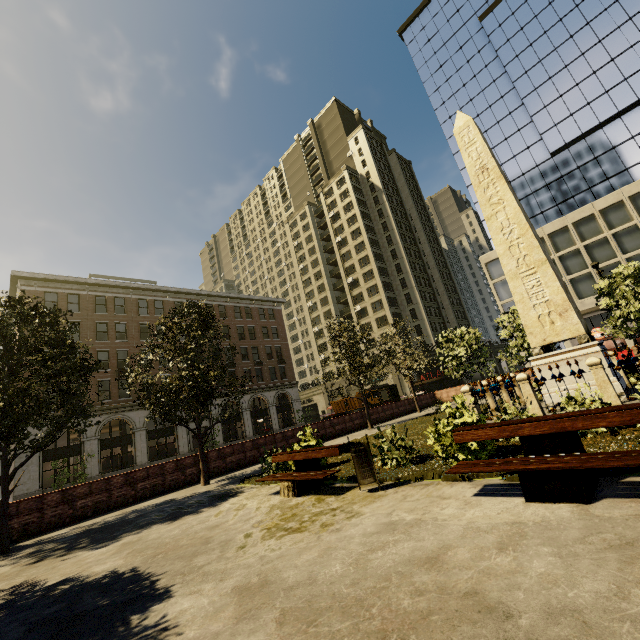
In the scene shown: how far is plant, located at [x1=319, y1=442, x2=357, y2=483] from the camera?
8.2m

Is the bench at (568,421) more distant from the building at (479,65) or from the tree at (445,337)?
the building at (479,65)

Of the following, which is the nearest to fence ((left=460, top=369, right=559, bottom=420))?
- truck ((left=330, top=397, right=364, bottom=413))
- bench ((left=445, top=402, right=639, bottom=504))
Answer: bench ((left=445, top=402, right=639, bottom=504))

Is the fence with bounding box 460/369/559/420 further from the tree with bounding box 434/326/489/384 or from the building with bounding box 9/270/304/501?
the building with bounding box 9/270/304/501

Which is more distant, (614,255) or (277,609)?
(614,255)

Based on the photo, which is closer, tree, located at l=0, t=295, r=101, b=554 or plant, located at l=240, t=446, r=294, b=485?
tree, located at l=0, t=295, r=101, b=554

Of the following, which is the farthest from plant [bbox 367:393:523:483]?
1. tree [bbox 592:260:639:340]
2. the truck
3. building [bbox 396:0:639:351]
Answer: building [bbox 396:0:639:351]

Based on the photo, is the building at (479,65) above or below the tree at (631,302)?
above
